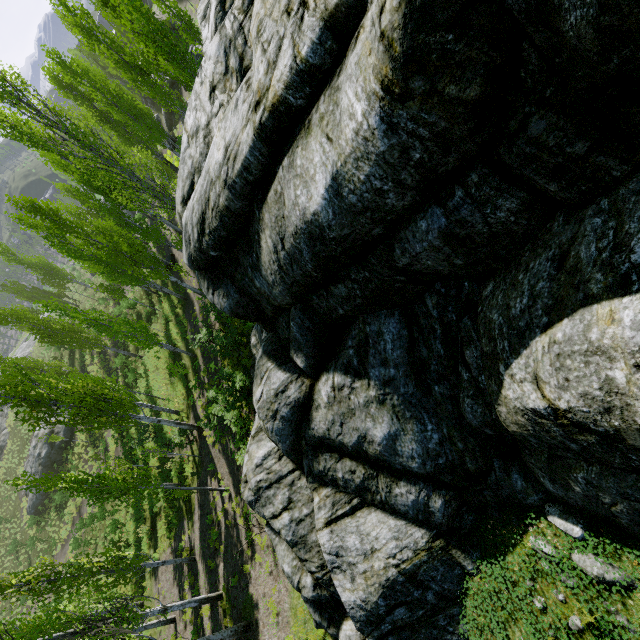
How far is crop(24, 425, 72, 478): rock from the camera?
34.47m

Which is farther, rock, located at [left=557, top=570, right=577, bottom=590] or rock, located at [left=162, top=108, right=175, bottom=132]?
rock, located at [left=162, top=108, right=175, bottom=132]

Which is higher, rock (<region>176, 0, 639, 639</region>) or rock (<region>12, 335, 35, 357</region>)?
rock (<region>176, 0, 639, 639</region>)

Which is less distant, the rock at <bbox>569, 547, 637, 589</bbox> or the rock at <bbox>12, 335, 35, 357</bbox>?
the rock at <bbox>569, 547, 637, 589</bbox>

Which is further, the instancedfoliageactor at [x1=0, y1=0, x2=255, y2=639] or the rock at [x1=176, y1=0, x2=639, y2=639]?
the instancedfoliageactor at [x1=0, y1=0, x2=255, y2=639]

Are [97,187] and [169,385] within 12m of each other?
no

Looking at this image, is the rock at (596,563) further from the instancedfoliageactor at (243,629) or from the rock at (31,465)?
the rock at (31,465)

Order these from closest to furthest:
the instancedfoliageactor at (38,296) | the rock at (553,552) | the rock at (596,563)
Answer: the rock at (596,563) → the rock at (553,552) → the instancedfoliageactor at (38,296)
